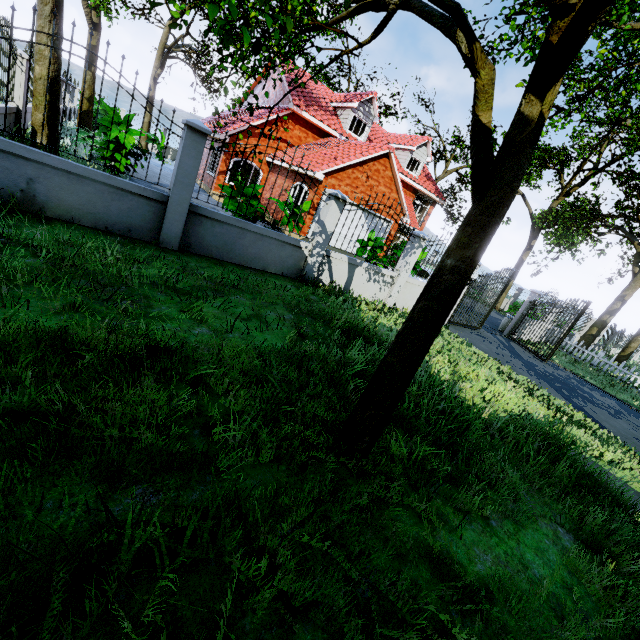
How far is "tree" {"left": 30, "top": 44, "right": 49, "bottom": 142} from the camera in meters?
8.0

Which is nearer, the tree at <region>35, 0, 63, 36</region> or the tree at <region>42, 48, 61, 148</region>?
the tree at <region>35, 0, 63, 36</region>

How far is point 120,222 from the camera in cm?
575

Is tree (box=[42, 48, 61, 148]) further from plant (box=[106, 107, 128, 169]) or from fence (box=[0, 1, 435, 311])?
plant (box=[106, 107, 128, 169])

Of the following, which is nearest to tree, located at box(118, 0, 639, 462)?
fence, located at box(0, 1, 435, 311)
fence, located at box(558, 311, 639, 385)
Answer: fence, located at box(558, 311, 639, 385)

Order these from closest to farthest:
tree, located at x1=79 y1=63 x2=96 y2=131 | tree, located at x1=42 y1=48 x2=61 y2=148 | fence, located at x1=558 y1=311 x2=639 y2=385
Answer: tree, located at x1=42 y1=48 x2=61 y2=148
tree, located at x1=79 y1=63 x2=96 y2=131
fence, located at x1=558 y1=311 x2=639 y2=385

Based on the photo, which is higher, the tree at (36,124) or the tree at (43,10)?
the tree at (43,10)
